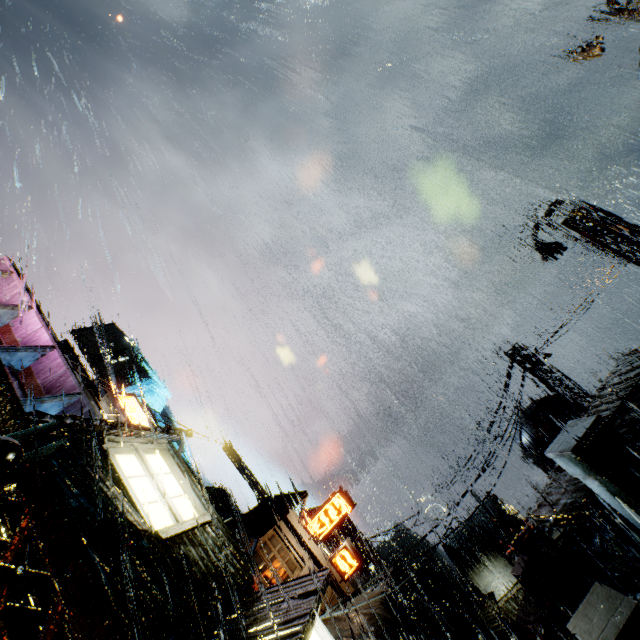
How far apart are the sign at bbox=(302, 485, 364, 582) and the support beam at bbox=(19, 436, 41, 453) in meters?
21.2 m

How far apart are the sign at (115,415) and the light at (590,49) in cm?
2398

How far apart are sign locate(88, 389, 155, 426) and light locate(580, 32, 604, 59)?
24.0 meters

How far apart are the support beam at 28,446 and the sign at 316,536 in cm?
2121

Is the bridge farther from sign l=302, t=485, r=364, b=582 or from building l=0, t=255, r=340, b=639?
sign l=302, t=485, r=364, b=582

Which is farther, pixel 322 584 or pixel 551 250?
pixel 551 250

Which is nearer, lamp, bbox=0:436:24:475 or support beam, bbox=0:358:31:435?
lamp, bbox=0:436:24:475

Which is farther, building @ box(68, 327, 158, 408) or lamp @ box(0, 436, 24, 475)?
building @ box(68, 327, 158, 408)
